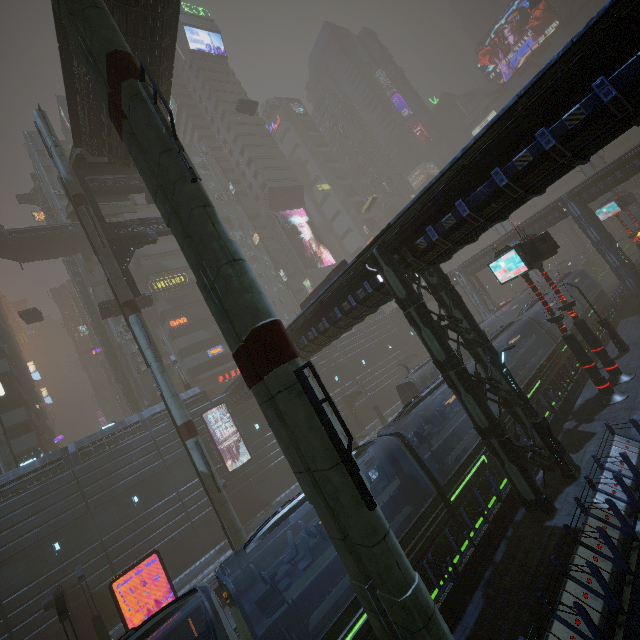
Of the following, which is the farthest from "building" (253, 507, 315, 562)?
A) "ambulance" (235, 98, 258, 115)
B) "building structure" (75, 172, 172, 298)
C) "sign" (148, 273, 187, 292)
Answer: "ambulance" (235, 98, 258, 115)

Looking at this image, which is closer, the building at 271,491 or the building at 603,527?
the building at 603,527

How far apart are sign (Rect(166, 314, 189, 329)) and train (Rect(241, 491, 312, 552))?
37.4m

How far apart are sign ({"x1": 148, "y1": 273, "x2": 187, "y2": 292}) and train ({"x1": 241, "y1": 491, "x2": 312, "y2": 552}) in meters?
40.7 m

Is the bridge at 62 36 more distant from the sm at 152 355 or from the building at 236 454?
the building at 236 454

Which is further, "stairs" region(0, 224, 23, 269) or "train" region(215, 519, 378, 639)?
"stairs" region(0, 224, 23, 269)

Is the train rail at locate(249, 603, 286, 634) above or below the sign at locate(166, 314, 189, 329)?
below

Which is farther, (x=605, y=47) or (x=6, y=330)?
(x=6, y=330)
